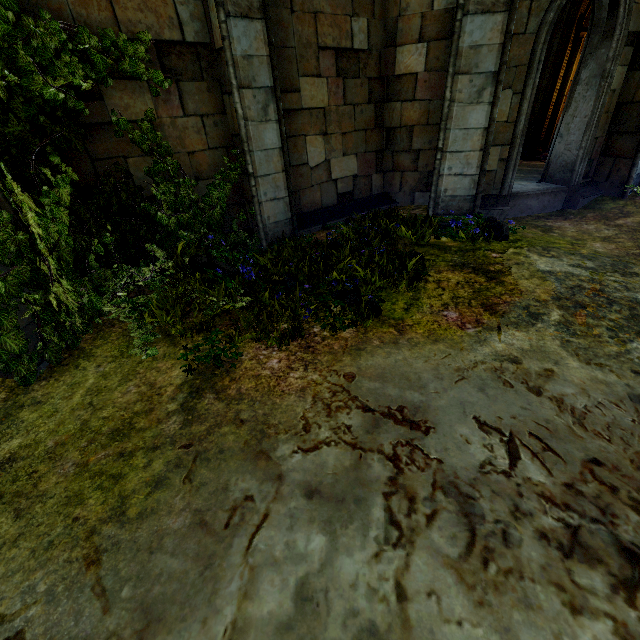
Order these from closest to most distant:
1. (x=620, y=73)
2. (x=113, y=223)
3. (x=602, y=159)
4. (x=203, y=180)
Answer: (x=113, y=223)
(x=203, y=180)
(x=620, y=73)
(x=602, y=159)
